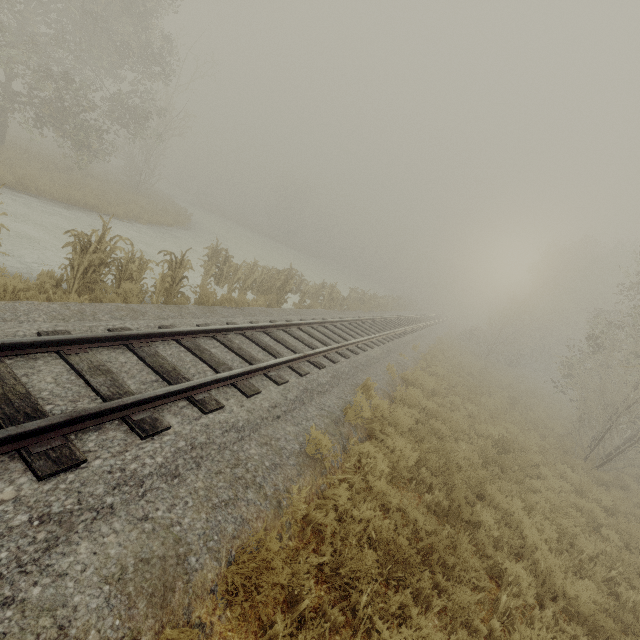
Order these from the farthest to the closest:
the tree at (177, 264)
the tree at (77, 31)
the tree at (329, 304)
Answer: the tree at (77, 31) → the tree at (329, 304) → the tree at (177, 264)

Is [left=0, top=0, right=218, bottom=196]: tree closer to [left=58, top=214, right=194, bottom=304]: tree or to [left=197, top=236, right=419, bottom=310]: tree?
[left=197, top=236, right=419, bottom=310]: tree

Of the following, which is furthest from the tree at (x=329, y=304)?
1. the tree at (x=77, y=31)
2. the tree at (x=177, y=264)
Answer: the tree at (x=77, y=31)

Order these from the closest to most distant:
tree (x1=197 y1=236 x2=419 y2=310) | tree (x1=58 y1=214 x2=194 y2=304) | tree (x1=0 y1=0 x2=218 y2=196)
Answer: tree (x1=58 y1=214 x2=194 y2=304) → tree (x1=197 y1=236 x2=419 y2=310) → tree (x1=0 y1=0 x2=218 y2=196)

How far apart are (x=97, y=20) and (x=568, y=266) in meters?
42.4 m

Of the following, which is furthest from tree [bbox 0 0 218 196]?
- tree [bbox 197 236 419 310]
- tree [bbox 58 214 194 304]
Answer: tree [bbox 58 214 194 304]
